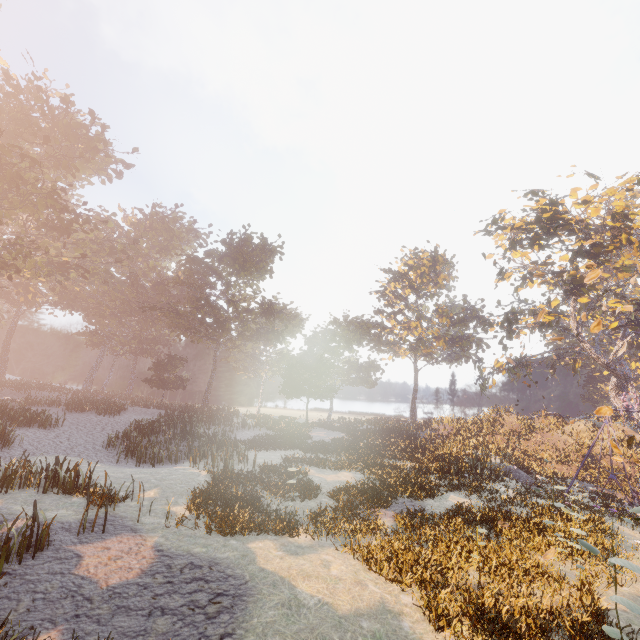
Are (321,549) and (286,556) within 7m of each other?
yes

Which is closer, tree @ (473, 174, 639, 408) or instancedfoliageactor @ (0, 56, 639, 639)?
instancedfoliageactor @ (0, 56, 639, 639)

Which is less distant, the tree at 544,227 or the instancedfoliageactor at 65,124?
the instancedfoliageactor at 65,124
